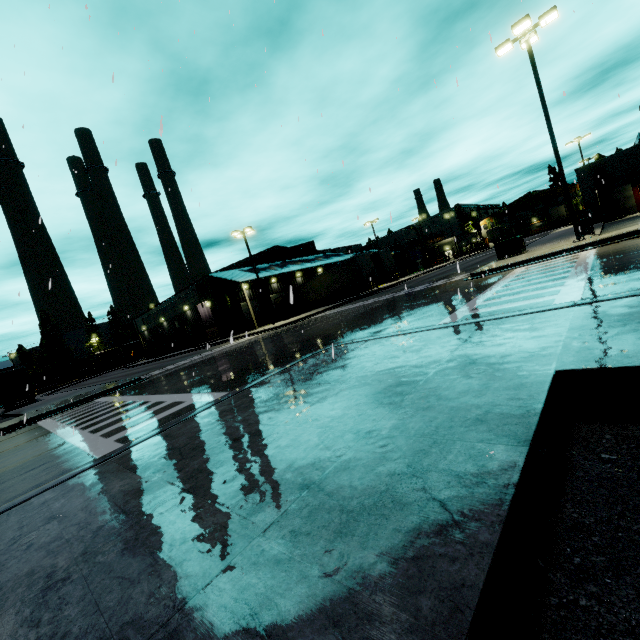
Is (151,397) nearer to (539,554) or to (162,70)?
(162,70)

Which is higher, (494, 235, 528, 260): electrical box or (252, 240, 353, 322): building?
(252, 240, 353, 322): building

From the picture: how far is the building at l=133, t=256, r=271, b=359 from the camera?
38.8m

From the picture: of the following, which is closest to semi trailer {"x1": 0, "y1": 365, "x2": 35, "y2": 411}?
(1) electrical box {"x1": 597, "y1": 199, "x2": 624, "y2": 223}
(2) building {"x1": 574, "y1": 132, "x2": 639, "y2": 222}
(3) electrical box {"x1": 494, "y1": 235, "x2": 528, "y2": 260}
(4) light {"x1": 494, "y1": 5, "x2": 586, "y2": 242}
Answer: (2) building {"x1": 574, "y1": 132, "x2": 639, "y2": 222}

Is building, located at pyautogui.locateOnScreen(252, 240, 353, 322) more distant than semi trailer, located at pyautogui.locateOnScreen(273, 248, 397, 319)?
Yes

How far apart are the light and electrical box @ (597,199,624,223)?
15.4m

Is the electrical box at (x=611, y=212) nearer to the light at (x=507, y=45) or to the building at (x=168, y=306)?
the building at (x=168, y=306)
